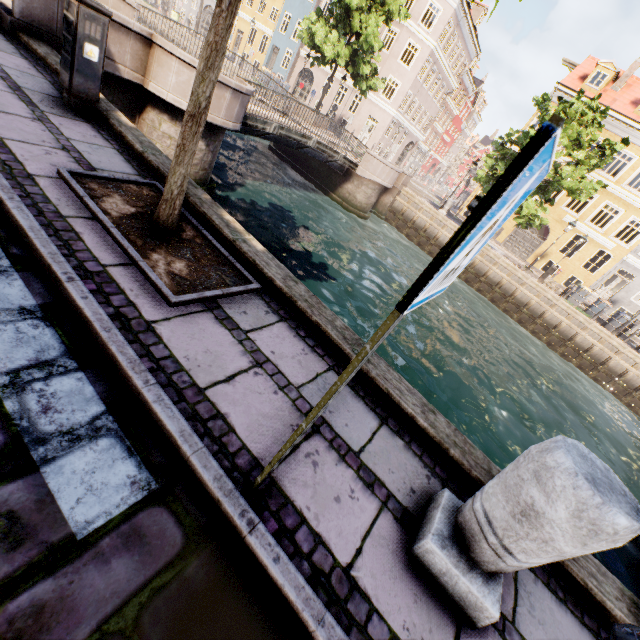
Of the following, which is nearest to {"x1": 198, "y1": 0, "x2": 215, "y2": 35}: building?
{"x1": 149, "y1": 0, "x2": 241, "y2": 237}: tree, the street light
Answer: {"x1": 149, "y1": 0, "x2": 241, "y2": 237}: tree

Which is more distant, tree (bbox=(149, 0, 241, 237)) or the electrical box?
the electrical box

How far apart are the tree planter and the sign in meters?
2.1

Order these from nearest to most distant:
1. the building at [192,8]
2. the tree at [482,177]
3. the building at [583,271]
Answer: the tree at [482,177]
the building at [583,271]
the building at [192,8]

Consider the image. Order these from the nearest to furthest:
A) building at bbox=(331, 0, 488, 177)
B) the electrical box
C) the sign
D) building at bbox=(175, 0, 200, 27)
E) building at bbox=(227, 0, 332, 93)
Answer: the sign
the electrical box
building at bbox=(331, 0, 488, 177)
building at bbox=(227, 0, 332, 93)
building at bbox=(175, 0, 200, 27)

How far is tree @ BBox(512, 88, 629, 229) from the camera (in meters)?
16.34

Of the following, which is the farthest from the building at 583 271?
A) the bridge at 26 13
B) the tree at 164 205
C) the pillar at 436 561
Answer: the pillar at 436 561

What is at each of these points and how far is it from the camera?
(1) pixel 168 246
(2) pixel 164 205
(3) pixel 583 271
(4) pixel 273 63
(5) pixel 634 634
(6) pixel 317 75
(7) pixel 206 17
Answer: (1) tree planter, 3.1 meters
(2) tree, 3.0 meters
(3) building, 25.3 meters
(4) building, 36.2 meters
(5) street light, 0.9 meters
(6) building, 33.8 meters
(7) building, 40.4 meters
